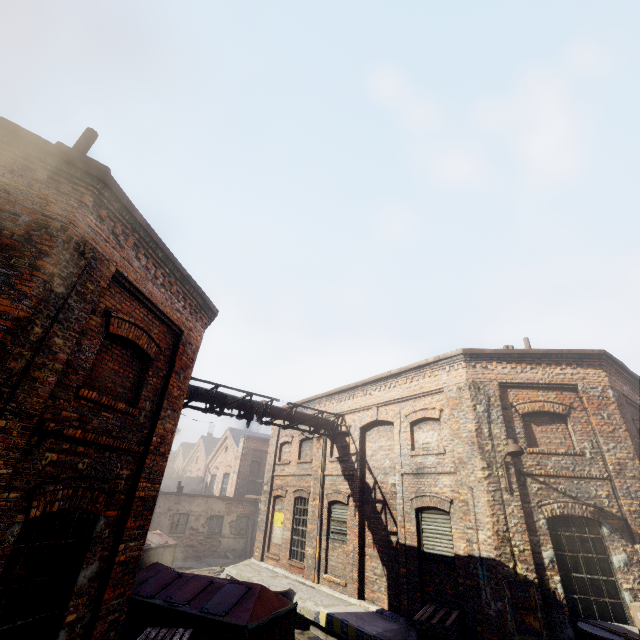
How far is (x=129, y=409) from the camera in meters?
5.8

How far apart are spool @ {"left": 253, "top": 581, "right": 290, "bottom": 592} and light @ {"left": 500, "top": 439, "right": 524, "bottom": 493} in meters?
8.3

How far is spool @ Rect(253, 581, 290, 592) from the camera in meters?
11.2 m

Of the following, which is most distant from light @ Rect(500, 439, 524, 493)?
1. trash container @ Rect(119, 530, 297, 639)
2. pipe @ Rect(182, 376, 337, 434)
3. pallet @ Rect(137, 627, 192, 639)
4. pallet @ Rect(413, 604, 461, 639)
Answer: pallet @ Rect(137, 627, 192, 639)

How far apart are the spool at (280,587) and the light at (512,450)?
8.3 meters

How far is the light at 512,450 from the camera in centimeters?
831cm

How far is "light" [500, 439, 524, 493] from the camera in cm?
831

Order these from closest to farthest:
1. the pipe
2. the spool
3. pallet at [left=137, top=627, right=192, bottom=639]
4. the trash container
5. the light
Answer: pallet at [left=137, top=627, right=192, bottom=639] → the trash container → the light → the spool → the pipe
